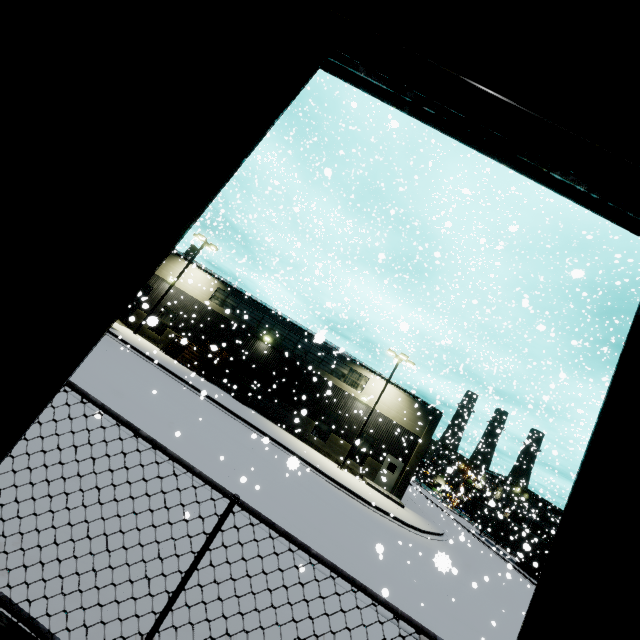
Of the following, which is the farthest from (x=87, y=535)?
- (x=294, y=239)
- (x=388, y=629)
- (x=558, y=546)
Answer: (x=294, y=239)

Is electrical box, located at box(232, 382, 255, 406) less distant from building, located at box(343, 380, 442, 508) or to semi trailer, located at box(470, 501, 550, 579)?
building, located at box(343, 380, 442, 508)

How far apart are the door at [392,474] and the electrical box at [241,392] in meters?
11.8

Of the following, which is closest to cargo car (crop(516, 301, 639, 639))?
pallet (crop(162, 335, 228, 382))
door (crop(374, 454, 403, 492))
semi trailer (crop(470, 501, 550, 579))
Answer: semi trailer (crop(470, 501, 550, 579))

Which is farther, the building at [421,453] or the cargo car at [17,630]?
the building at [421,453]

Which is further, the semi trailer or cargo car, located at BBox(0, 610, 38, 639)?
the semi trailer

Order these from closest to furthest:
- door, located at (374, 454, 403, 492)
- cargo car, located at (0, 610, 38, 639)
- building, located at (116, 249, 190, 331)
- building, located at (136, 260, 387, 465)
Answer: cargo car, located at (0, 610, 38, 639), door, located at (374, 454, 403, 492), building, located at (136, 260, 387, 465), building, located at (116, 249, 190, 331)

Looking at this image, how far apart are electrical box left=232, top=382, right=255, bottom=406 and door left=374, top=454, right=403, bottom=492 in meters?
11.8 m
